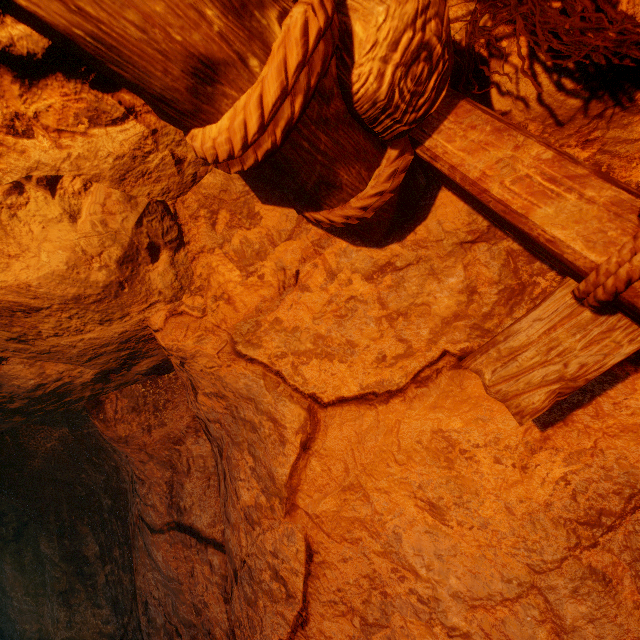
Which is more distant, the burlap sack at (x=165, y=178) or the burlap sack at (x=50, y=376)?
the burlap sack at (x=50, y=376)

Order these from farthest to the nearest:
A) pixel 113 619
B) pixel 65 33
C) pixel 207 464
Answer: pixel 113 619 → pixel 207 464 → pixel 65 33

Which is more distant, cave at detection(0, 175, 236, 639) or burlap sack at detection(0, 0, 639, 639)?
cave at detection(0, 175, 236, 639)

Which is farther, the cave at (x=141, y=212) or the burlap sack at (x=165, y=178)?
the cave at (x=141, y=212)

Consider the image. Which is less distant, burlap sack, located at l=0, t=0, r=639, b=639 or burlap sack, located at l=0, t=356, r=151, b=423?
burlap sack, located at l=0, t=0, r=639, b=639
